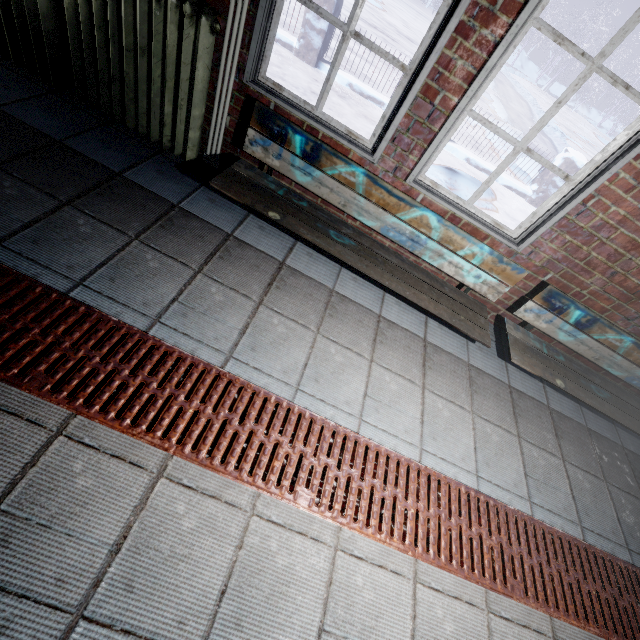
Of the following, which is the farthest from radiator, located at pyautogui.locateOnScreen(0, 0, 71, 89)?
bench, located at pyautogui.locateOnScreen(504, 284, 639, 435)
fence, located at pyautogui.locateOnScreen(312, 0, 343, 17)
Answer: fence, located at pyautogui.locateOnScreen(312, 0, 343, 17)

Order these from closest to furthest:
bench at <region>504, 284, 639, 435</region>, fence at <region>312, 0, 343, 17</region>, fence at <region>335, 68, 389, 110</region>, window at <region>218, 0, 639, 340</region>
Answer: window at <region>218, 0, 639, 340</region>
bench at <region>504, 284, 639, 435</region>
fence at <region>312, 0, 343, 17</region>
fence at <region>335, 68, 389, 110</region>

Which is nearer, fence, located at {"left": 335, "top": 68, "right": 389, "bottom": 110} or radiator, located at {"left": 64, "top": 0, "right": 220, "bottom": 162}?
radiator, located at {"left": 64, "top": 0, "right": 220, "bottom": 162}

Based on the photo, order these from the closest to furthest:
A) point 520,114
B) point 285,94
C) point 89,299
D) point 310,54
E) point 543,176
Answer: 1. point 89,299
2. point 285,94
3. point 310,54
4. point 543,176
5. point 520,114

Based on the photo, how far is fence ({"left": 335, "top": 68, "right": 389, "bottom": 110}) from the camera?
5.3 meters

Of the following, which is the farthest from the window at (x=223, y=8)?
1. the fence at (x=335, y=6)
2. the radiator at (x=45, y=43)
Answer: the fence at (x=335, y=6)

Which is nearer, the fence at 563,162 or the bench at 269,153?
the bench at 269,153
